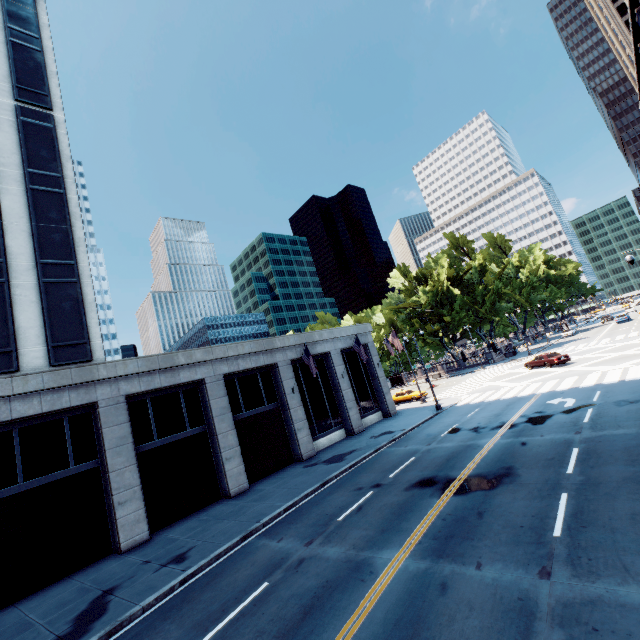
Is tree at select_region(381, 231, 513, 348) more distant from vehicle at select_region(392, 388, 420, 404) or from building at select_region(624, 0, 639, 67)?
vehicle at select_region(392, 388, 420, 404)

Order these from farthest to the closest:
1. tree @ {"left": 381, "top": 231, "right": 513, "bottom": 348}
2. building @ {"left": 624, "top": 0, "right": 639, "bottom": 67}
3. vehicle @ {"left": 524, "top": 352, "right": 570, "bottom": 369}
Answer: tree @ {"left": 381, "top": 231, "right": 513, "bottom": 348}
building @ {"left": 624, "top": 0, "right": 639, "bottom": 67}
vehicle @ {"left": 524, "top": 352, "right": 570, "bottom": 369}

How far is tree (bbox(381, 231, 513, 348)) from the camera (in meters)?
55.16

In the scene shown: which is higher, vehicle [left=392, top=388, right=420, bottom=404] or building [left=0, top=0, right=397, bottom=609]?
building [left=0, top=0, right=397, bottom=609]

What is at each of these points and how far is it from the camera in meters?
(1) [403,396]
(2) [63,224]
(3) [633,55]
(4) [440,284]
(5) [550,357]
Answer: (1) vehicle, 39.6 m
(2) building, 19.1 m
(3) building, 57.1 m
(4) tree, 56.8 m
(5) vehicle, 33.2 m

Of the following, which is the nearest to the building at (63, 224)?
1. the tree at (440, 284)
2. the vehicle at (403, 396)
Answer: the vehicle at (403, 396)

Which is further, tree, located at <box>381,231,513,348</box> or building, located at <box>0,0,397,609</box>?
tree, located at <box>381,231,513,348</box>

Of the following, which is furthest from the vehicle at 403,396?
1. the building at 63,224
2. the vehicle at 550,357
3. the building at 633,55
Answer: the building at 633,55
